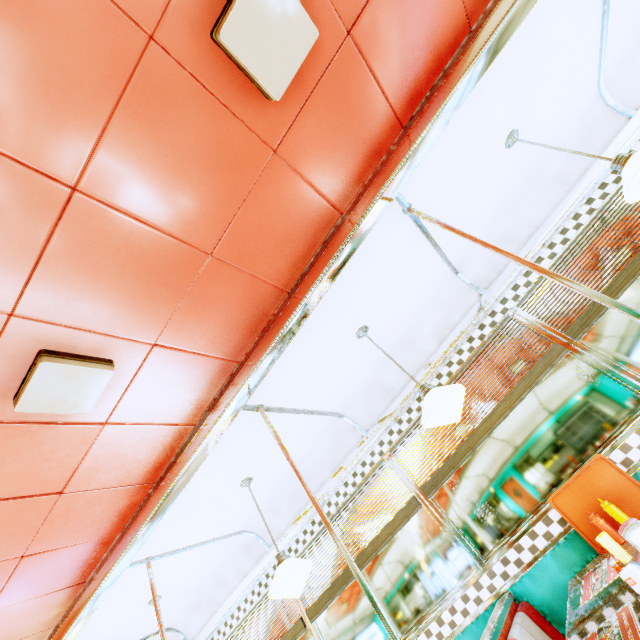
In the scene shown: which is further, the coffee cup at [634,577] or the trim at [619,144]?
the trim at [619,144]

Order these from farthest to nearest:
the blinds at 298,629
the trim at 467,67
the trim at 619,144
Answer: the blinds at 298,629, the trim at 619,144, the trim at 467,67

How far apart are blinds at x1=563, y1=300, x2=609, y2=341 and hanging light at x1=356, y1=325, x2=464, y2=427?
1.24m

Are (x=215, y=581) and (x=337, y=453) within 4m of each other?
yes

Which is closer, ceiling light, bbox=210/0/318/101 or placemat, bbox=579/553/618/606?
ceiling light, bbox=210/0/318/101

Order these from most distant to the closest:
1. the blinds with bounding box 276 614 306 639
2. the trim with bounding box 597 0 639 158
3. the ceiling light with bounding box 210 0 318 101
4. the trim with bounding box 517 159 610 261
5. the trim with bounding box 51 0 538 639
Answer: the blinds with bounding box 276 614 306 639 < the trim with bounding box 517 159 610 261 < the trim with bounding box 597 0 639 158 < the trim with bounding box 51 0 538 639 < the ceiling light with bounding box 210 0 318 101

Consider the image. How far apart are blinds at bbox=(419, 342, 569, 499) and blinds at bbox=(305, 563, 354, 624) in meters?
0.1

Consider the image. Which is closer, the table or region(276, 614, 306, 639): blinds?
the table
